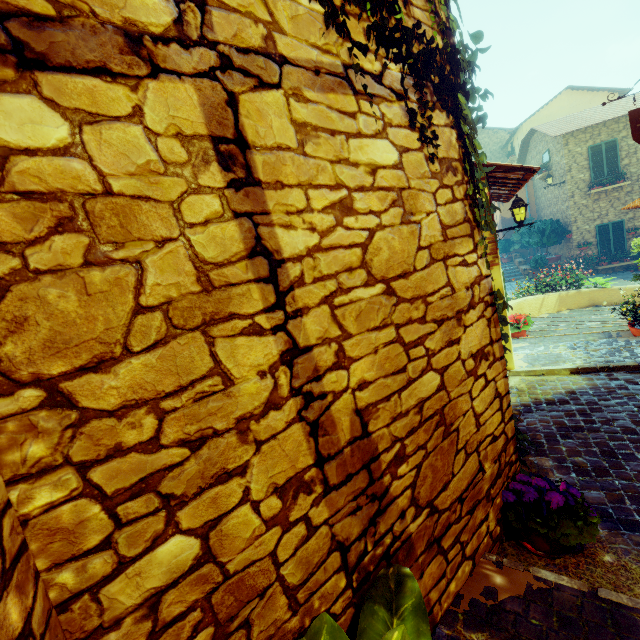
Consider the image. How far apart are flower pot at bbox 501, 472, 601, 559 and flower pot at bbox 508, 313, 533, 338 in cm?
565

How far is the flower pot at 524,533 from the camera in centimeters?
200cm

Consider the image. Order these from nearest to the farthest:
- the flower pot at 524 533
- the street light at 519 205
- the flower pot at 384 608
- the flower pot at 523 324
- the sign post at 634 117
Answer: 1. the flower pot at 384 608
2. the flower pot at 524 533
3. the sign post at 634 117
4. the street light at 519 205
5. the flower pot at 523 324

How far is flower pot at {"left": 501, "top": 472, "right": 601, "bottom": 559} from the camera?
2.00m

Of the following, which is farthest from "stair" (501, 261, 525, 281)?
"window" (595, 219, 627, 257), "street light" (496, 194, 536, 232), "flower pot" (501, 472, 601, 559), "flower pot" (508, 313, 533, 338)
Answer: "flower pot" (501, 472, 601, 559)

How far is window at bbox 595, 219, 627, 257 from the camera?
15.59m

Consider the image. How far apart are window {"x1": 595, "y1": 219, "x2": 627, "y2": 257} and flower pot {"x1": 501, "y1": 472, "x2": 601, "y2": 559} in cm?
1886

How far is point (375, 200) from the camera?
1.6 meters
